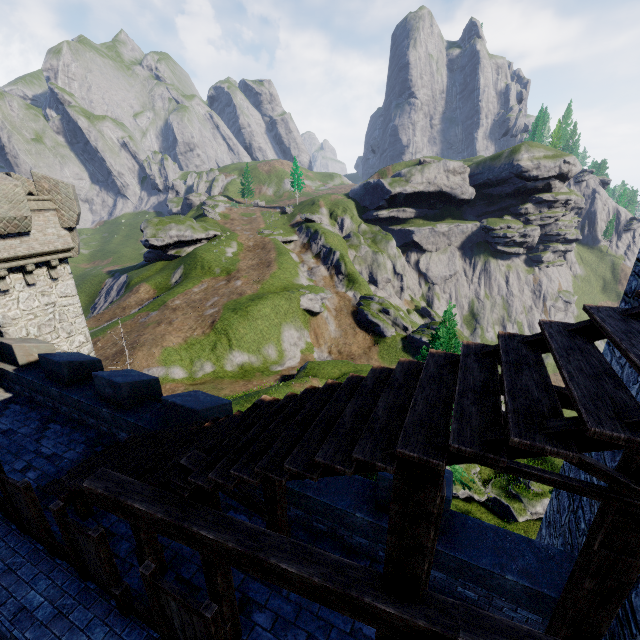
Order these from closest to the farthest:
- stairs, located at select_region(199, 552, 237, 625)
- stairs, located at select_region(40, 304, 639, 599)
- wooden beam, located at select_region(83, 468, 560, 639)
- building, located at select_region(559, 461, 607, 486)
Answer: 1. stairs, located at select_region(40, 304, 639, 599)
2. wooden beam, located at select_region(83, 468, 560, 639)
3. stairs, located at select_region(199, 552, 237, 625)
4. building, located at select_region(559, 461, 607, 486)

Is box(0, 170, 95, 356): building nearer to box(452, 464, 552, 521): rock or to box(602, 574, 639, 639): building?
box(602, 574, 639, 639): building

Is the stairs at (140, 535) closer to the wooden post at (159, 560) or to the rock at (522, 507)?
the wooden post at (159, 560)

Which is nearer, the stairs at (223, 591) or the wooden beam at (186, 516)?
the wooden beam at (186, 516)

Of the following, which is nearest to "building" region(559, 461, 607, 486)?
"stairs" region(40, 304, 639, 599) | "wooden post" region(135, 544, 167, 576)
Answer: "stairs" region(40, 304, 639, 599)

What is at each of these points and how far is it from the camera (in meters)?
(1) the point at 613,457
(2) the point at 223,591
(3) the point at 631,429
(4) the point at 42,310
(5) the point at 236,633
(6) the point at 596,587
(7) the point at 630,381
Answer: (1) building, 5.20
(2) stairs, 4.77
(3) stairs, 1.73
(4) building, 14.18
(5) wooden post, 5.33
(6) wooden post, 3.63
(7) building, 5.16

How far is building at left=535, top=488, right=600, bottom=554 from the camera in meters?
5.7 m

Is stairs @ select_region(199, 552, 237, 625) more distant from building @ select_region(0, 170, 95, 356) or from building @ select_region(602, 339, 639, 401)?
building @ select_region(0, 170, 95, 356)
